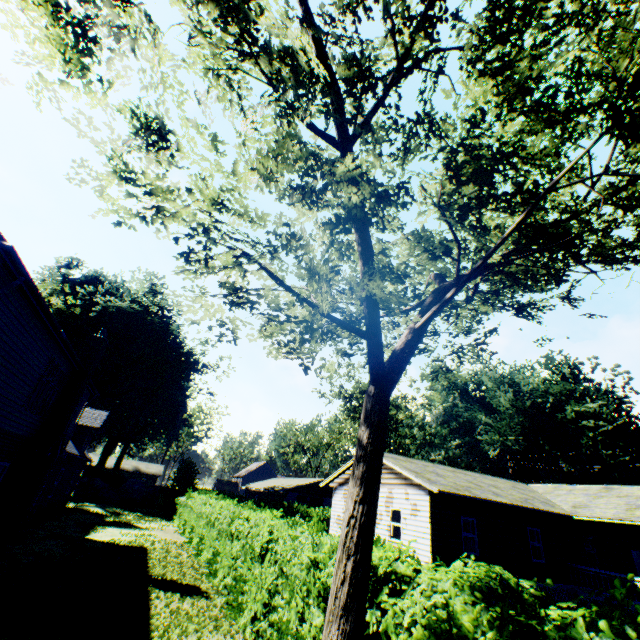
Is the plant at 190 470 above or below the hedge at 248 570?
above

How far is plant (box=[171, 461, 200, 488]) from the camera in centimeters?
3775cm

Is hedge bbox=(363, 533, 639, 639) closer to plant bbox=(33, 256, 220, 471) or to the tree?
the tree

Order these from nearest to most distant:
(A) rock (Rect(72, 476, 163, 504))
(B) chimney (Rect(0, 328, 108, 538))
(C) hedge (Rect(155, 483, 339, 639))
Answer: (C) hedge (Rect(155, 483, 339, 639))
(B) chimney (Rect(0, 328, 108, 538))
(A) rock (Rect(72, 476, 163, 504))

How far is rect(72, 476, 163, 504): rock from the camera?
33.22m

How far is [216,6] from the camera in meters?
4.0 m

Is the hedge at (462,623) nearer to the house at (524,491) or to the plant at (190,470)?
the house at (524,491)
